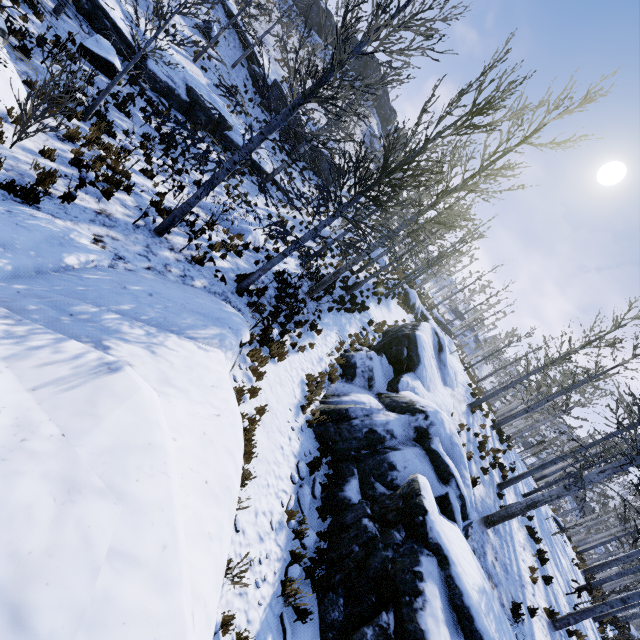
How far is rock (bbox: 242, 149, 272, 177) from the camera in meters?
20.1 m

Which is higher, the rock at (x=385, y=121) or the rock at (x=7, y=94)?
the rock at (x=385, y=121)

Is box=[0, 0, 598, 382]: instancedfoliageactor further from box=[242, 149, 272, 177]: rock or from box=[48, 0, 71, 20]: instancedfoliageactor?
box=[242, 149, 272, 177]: rock

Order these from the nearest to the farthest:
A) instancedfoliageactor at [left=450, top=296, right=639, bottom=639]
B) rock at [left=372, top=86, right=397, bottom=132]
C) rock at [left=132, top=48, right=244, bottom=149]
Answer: instancedfoliageactor at [left=450, top=296, right=639, bottom=639], rock at [left=132, top=48, right=244, bottom=149], rock at [left=372, top=86, right=397, bottom=132]

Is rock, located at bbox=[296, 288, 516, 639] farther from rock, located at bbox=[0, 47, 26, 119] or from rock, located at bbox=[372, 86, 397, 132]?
rock, located at bbox=[372, 86, 397, 132]

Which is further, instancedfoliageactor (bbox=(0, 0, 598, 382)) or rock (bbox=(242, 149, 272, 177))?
rock (bbox=(242, 149, 272, 177))

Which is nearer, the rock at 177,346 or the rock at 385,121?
the rock at 177,346

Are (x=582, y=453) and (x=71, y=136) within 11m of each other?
no
